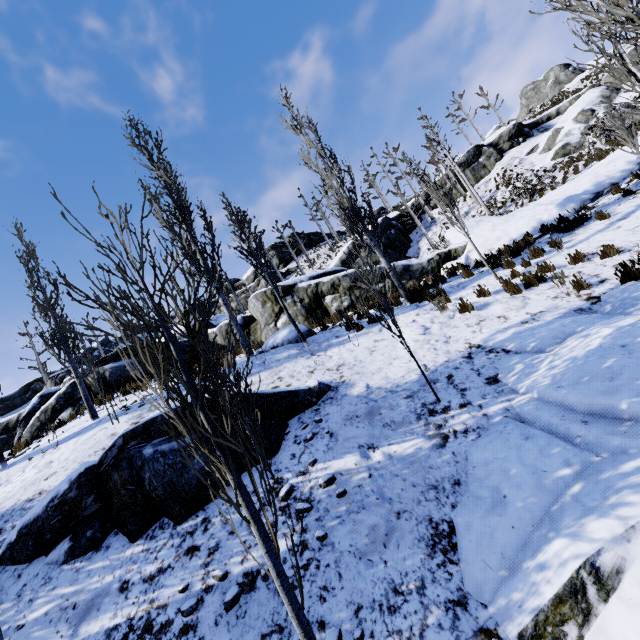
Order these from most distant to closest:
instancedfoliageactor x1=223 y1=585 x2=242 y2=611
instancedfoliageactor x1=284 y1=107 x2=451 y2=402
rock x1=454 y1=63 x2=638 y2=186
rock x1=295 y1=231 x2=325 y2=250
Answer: rock x1=295 y1=231 x2=325 y2=250 → rock x1=454 y1=63 x2=638 y2=186 → instancedfoliageactor x1=284 y1=107 x2=451 y2=402 → instancedfoliageactor x1=223 y1=585 x2=242 y2=611

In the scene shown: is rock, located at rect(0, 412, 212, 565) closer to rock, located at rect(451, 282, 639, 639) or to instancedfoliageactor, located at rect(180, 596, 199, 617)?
instancedfoliageactor, located at rect(180, 596, 199, 617)

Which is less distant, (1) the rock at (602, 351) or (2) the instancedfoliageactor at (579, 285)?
(1) the rock at (602, 351)

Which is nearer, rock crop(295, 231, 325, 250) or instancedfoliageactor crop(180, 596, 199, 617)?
instancedfoliageactor crop(180, 596, 199, 617)

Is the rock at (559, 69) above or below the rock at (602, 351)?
above

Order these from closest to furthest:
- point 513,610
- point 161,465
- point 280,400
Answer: point 513,610 < point 161,465 < point 280,400

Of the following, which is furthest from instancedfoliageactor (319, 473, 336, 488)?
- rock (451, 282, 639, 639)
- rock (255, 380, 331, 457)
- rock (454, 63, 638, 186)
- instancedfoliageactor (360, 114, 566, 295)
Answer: rock (454, 63, 638, 186)
